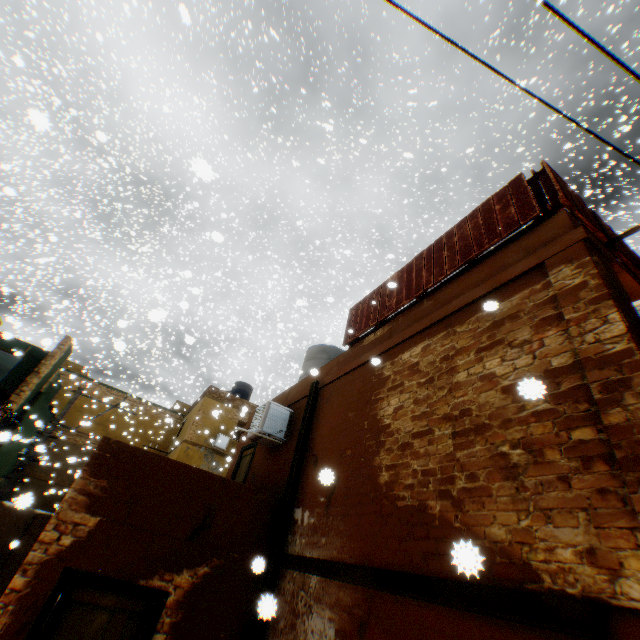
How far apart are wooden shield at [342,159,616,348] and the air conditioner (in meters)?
0.61

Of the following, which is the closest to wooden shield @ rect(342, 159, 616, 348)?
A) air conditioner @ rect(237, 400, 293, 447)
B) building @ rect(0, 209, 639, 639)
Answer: building @ rect(0, 209, 639, 639)

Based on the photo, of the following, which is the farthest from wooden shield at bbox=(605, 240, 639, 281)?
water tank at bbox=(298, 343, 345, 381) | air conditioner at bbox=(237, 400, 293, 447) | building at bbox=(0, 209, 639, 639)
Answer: water tank at bbox=(298, 343, 345, 381)

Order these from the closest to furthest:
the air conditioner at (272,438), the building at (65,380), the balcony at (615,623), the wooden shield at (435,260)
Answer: the balcony at (615,623)
the wooden shield at (435,260)
the air conditioner at (272,438)
the building at (65,380)

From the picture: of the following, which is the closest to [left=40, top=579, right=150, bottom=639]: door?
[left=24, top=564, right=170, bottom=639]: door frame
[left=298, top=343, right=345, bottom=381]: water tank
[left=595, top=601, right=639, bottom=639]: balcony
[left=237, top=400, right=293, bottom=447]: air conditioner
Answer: [left=24, top=564, right=170, bottom=639]: door frame

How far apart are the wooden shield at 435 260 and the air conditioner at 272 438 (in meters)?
0.61

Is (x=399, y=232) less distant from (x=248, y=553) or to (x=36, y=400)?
(x=248, y=553)

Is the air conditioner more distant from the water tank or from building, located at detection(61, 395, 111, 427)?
the water tank
